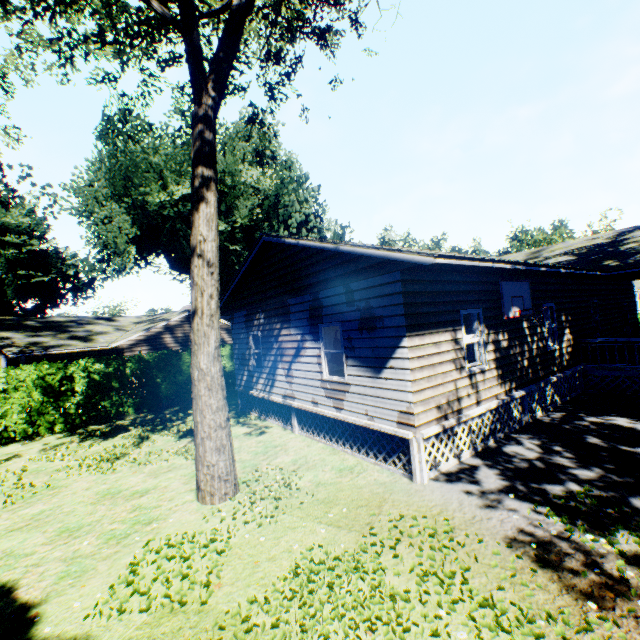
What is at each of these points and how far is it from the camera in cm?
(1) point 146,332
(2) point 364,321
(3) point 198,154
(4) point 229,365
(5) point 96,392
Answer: (1) house, 2138
(2) house, 771
(3) plant, 714
(4) hedge, 1931
(5) hedge, 1446

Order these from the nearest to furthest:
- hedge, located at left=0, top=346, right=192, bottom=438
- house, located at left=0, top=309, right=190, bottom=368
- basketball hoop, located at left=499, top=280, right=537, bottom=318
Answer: basketball hoop, located at left=499, top=280, right=537, bottom=318
hedge, located at left=0, top=346, right=192, bottom=438
house, located at left=0, top=309, right=190, bottom=368

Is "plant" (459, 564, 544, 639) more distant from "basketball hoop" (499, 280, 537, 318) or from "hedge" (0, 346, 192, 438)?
"basketball hoop" (499, 280, 537, 318)

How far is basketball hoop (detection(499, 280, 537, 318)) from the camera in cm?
855

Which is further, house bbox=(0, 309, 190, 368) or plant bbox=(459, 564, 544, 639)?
house bbox=(0, 309, 190, 368)

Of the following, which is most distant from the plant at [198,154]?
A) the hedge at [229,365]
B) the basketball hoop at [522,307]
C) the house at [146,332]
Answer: the basketball hoop at [522,307]

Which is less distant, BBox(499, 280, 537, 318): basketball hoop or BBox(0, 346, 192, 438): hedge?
BBox(499, 280, 537, 318): basketball hoop

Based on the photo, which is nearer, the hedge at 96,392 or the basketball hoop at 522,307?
the basketball hoop at 522,307
